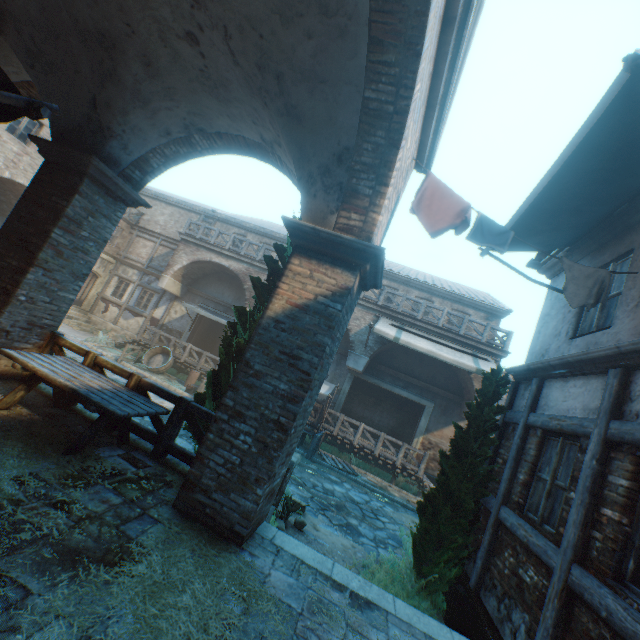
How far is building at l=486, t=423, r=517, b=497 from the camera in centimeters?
604cm

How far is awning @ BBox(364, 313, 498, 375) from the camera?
13.14m

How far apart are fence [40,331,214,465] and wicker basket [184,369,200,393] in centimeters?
924cm

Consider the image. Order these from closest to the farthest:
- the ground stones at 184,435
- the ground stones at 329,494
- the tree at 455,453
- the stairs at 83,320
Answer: the tree at 455,453 < the ground stones at 329,494 < the ground stones at 184,435 < the stairs at 83,320

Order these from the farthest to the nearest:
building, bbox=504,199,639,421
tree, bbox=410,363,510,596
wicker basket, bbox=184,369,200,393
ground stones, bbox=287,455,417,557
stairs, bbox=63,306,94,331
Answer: stairs, bbox=63,306,94,331 < wicker basket, bbox=184,369,200,393 < ground stones, bbox=287,455,417,557 < tree, bbox=410,363,510,596 < building, bbox=504,199,639,421

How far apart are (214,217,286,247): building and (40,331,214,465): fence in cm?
1397

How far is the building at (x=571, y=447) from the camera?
4.12m

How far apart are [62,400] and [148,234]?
19.11m
